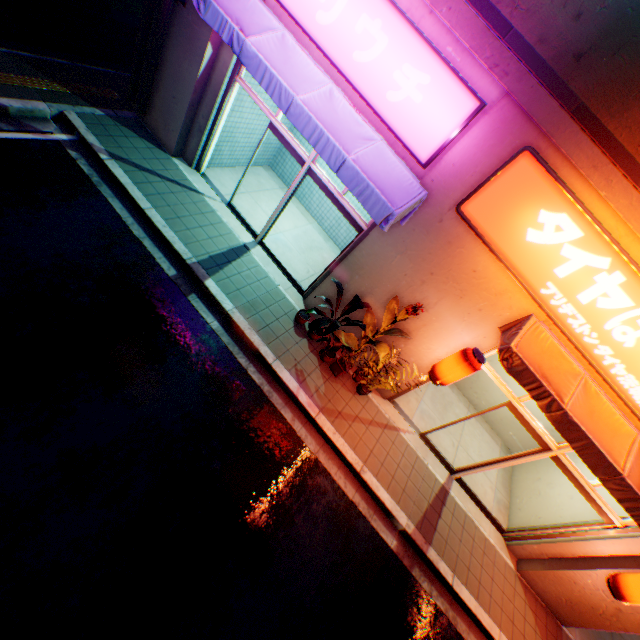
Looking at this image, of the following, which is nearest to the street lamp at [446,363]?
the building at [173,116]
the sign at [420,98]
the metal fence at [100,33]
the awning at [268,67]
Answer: the building at [173,116]

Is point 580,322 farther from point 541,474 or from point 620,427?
point 541,474

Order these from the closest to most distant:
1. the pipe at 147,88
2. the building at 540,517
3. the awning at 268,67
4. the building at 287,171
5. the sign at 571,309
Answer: the sign at 571,309
the awning at 268,67
the pipe at 147,88
the building at 540,517
the building at 287,171

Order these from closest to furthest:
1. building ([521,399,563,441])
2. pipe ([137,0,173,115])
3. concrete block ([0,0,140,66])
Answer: pipe ([137,0,173,115]) < concrete block ([0,0,140,66]) < building ([521,399,563,441])

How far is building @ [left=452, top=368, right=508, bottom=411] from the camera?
9.5 meters

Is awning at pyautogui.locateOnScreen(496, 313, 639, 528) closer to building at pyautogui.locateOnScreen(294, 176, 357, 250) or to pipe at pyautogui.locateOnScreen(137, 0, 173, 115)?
building at pyautogui.locateOnScreen(294, 176, 357, 250)
